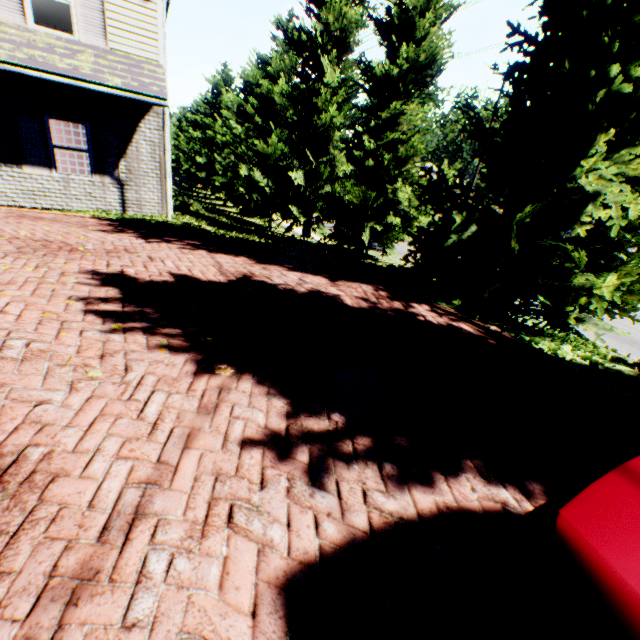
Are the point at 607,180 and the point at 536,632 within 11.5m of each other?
yes

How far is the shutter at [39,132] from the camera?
8.8m

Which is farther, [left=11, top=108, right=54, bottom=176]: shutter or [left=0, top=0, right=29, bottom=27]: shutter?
[left=11, top=108, right=54, bottom=176]: shutter

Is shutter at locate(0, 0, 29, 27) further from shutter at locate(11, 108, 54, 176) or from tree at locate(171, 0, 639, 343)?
tree at locate(171, 0, 639, 343)

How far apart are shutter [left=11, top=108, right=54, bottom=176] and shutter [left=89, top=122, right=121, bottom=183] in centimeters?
96cm

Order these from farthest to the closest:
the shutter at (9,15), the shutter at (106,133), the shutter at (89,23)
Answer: the shutter at (106,133) → the shutter at (89,23) → the shutter at (9,15)

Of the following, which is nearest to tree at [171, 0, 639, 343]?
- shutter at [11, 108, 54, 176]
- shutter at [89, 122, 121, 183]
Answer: shutter at [89, 122, 121, 183]

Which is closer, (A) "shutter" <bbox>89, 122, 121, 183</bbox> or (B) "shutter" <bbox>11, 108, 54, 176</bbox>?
(B) "shutter" <bbox>11, 108, 54, 176</bbox>
